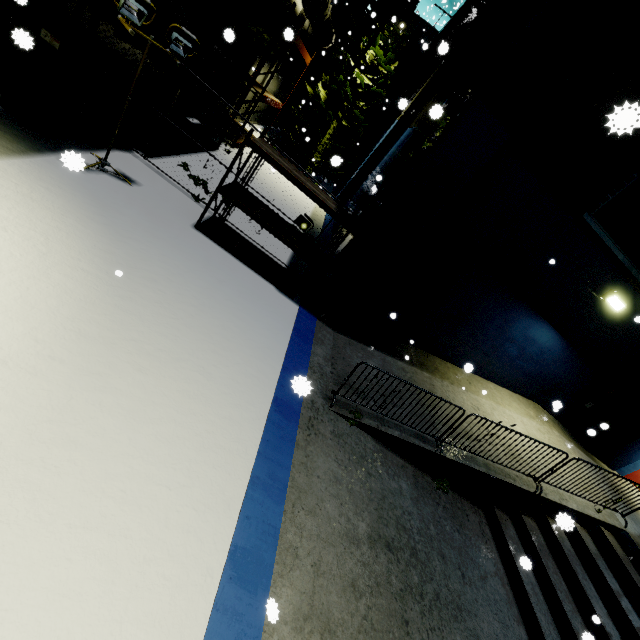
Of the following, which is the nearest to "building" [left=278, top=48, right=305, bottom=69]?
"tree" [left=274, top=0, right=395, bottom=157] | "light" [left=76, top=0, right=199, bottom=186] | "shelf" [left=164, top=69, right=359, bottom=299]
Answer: "shelf" [left=164, top=69, right=359, bottom=299]

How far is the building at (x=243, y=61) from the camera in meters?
12.5 m

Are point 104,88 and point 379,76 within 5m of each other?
no

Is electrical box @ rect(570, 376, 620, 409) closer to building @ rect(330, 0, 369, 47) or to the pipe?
building @ rect(330, 0, 369, 47)

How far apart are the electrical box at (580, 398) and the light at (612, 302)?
2.41m

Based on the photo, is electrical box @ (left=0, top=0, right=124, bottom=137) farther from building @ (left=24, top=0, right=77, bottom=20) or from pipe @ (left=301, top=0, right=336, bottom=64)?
pipe @ (left=301, top=0, right=336, bottom=64)

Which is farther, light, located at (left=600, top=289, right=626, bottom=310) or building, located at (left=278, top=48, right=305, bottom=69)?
building, located at (left=278, top=48, right=305, bottom=69)

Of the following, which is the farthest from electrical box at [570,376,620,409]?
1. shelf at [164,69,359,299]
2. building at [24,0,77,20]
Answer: shelf at [164,69,359,299]
